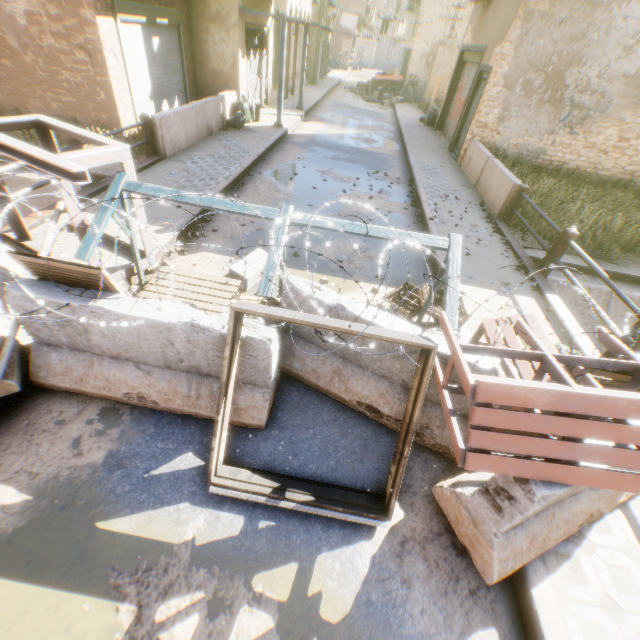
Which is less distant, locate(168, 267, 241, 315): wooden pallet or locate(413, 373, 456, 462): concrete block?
locate(413, 373, 456, 462): concrete block

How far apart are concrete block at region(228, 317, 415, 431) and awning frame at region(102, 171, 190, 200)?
0.1 meters

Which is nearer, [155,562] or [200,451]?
[155,562]

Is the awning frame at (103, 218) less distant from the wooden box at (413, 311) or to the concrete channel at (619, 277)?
the wooden box at (413, 311)

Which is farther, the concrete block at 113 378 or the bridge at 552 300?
the bridge at 552 300

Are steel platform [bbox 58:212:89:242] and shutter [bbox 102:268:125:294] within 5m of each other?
yes
